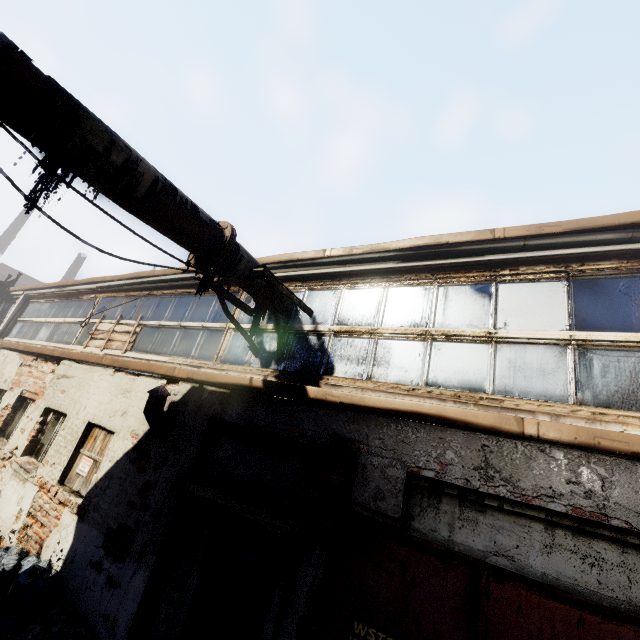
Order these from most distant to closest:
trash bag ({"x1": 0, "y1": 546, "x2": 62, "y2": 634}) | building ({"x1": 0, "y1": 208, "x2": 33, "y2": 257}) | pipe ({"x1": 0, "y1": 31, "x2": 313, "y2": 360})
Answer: building ({"x1": 0, "y1": 208, "x2": 33, "y2": 257}) → trash bag ({"x1": 0, "y1": 546, "x2": 62, "y2": 634}) → pipe ({"x1": 0, "y1": 31, "x2": 313, "y2": 360})

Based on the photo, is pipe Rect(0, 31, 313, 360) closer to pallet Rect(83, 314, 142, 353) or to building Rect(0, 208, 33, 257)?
pallet Rect(83, 314, 142, 353)

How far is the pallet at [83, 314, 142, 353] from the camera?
7.7m

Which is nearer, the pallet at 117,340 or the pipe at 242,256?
the pipe at 242,256

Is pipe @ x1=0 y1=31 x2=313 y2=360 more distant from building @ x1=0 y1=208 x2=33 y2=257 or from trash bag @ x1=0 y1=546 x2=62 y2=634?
building @ x1=0 y1=208 x2=33 y2=257

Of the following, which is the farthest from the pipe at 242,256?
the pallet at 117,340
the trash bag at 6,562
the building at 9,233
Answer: the building at 9,233

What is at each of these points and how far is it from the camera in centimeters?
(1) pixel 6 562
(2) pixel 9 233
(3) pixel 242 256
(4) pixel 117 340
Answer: (1) trash bag, 462cm
(2) building, 3534cm
(3) pipe, 471cm
(4) pallet, 801cm
